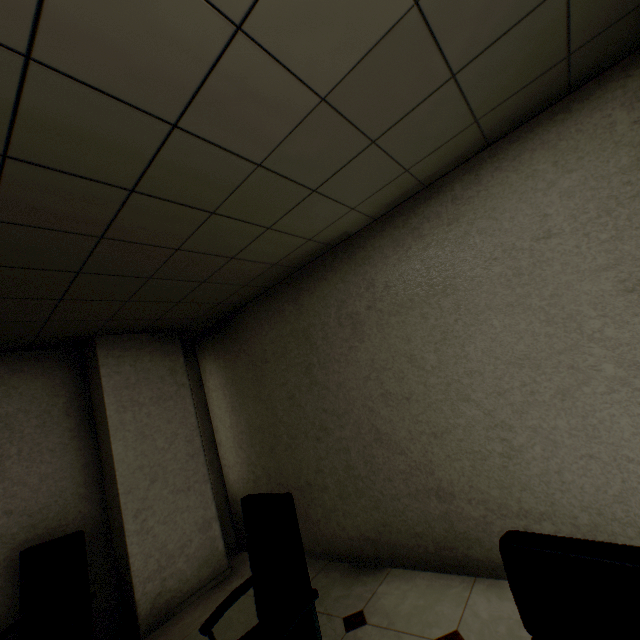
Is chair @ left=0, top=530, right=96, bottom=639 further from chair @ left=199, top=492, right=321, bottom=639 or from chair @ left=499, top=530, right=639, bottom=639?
chair @ left=499, top=530, right=639, bottom=639

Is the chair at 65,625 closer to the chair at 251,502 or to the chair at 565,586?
the chair at 251,502

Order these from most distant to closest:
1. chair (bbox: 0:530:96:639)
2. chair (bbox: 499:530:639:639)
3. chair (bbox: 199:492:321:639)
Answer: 1. chair (bbox: 0:530:96:639)
2. chair (bbox: 199:492:321:639)
3. chair (bbox: 499:530:639:639)

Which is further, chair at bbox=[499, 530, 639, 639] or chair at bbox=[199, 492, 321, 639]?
chair at bbox=[199, 492, 321, 639]

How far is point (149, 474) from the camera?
3.5m

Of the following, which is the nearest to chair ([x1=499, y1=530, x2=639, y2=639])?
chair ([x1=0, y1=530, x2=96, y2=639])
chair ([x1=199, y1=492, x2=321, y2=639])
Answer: chair ([x1=199, y1=492, x2=321, y2=639])

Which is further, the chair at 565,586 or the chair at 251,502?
the chair at 251,502
